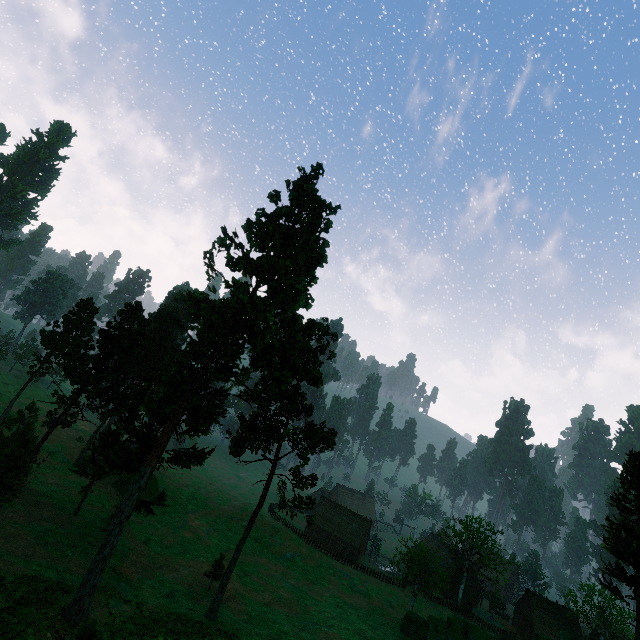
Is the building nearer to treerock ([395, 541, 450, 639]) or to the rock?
treerock ([395, 541, 450, 639])

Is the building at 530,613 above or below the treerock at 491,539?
below

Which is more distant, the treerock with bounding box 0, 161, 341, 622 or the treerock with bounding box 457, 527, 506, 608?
the treerock with bounding box 457, 527, 506, 608

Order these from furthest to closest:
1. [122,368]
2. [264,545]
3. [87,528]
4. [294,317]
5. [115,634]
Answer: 1. [264,545]
2. [87,528]
3. [122,368]
4. [294,317]
5. [115,634]

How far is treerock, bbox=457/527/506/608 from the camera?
55.1 meters

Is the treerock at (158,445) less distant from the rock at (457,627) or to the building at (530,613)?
the building at (530,613)
